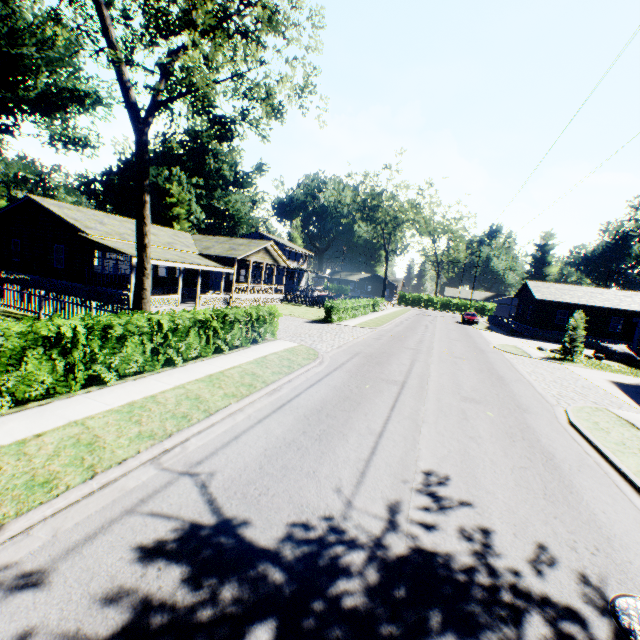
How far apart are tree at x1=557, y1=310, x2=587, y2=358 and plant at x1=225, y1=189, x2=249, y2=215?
52.4m

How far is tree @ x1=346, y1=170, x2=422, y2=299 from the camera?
47.8m

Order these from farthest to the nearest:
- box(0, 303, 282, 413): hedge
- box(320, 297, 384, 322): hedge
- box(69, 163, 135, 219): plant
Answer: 1. box(69, 163, 135, 219): plant
2. box(320, 297, 384, 322): hedge
3. box(0, 303, 282, 413): hedge

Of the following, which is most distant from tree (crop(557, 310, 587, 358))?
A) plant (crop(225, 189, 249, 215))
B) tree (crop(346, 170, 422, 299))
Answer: plant (crop(225, 189, 249, 215))

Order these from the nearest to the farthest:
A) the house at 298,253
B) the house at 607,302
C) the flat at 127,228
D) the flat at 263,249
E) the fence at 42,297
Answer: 1. the fence at 42,297
2. the flat at 127,228
3. the flat at 263,249
4. the house at 607,302
5. the house at 298,253

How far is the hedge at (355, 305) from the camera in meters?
26.3

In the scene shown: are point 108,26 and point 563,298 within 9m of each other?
no

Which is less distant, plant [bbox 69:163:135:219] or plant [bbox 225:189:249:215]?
plant [bbox 69:163:135:219]
